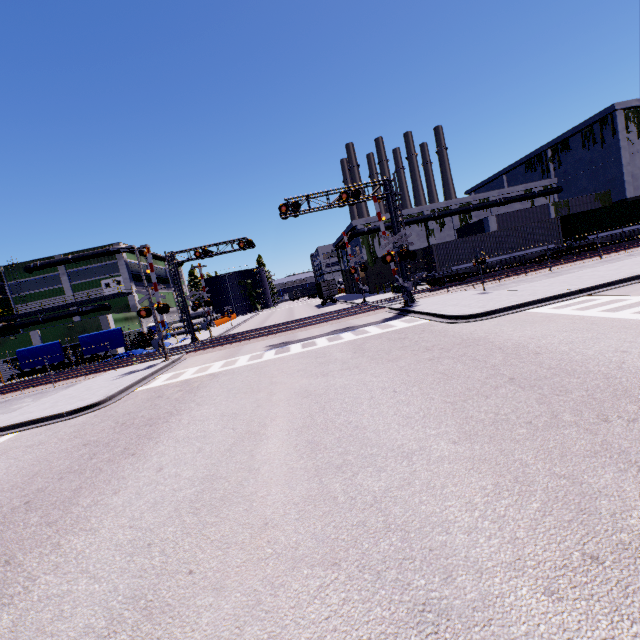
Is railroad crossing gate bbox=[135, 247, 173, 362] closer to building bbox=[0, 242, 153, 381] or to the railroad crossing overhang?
the railroad crossing overhang

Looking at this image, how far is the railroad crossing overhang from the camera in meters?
21.3 m

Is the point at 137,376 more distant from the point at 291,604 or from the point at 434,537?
the point at 434,537

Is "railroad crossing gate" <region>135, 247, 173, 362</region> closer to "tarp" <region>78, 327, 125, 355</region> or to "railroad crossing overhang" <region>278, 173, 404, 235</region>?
"railroad crossing overhang" <region>278, 173, 404, 235</region>

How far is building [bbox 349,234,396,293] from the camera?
45.97m

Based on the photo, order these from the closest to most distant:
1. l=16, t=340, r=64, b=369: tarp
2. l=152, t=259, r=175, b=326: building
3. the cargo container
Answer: the cargo container, l=16, t=340, r=64, b=369: tarp, l=152, t=259, r=175, b=326: building

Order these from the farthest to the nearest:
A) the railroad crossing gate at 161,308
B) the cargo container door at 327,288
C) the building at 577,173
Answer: the cargo container door at 327,288 < the building at 577,173 < the railroad crossing gate at 161,308

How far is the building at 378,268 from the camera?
46.0m
